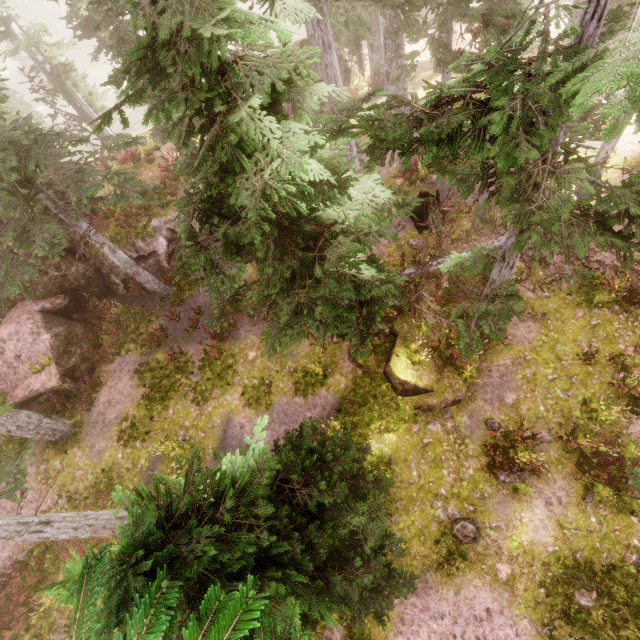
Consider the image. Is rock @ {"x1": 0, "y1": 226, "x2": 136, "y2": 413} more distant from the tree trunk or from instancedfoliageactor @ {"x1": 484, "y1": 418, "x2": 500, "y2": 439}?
the tree trunk

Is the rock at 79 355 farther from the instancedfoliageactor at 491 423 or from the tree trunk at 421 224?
the tree trunk at 421 224

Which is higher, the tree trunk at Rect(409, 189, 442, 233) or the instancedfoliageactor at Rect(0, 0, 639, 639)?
the instancedfoliageactor at Rect(0, 0, 639, 639)

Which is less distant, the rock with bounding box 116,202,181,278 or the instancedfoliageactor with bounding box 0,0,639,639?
the instancedfoliageactor with bounding box 0,0,639,639

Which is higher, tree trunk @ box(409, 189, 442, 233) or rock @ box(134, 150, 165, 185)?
rock @ box(134, 150, 165, 185)

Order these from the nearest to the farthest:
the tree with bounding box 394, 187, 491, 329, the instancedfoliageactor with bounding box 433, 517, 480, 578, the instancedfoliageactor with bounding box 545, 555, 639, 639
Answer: the instancedfoliageactor with bounding box 545, 555, 639, 639
the tree with bounding box 394, 187, 491, 329
the instancedfoliageactor with bounding box 433, 517, 480, 578

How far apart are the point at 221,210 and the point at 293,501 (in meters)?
5.84

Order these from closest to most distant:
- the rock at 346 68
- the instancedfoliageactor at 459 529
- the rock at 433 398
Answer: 1. the instancedfoliageactor at 459 529
2. the rock at 433 398
3. the rock at 346 68
